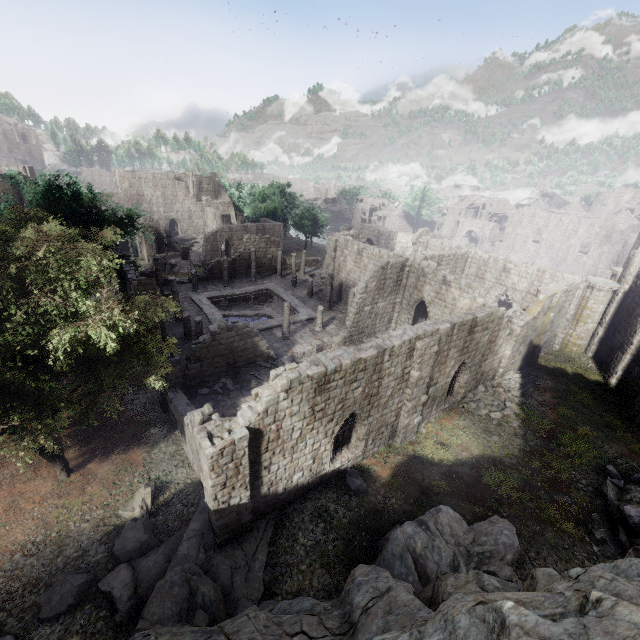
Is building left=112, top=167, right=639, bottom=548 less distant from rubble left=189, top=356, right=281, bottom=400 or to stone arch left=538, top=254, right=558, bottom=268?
rubble left=189, top=356, right=281, bottom=400

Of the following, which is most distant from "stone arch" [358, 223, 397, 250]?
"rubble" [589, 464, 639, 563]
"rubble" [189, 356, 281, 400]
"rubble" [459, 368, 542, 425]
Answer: "rubble" [589, 464, 639, 563]

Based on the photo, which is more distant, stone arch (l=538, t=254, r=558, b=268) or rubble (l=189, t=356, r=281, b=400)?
stone arch (l=538, t=254, r=558, b=268)

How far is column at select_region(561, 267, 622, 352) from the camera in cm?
2489

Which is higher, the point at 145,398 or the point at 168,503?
the point at 168,503

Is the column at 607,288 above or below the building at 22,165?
below

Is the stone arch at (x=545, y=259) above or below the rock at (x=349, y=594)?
below

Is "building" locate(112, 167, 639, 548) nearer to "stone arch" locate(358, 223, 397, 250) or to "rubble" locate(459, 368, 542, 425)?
"rubble" locate(459, 368, 542, 425)
